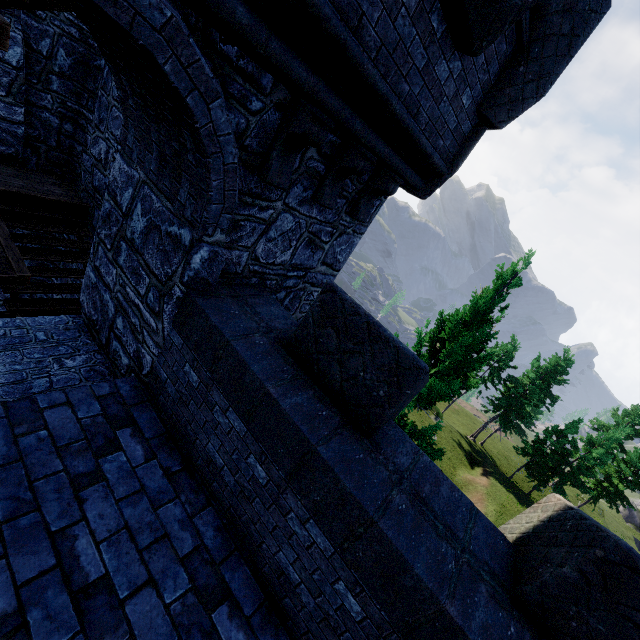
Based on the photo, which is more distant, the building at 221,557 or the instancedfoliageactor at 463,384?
the instancedfoliageactor at 463,384

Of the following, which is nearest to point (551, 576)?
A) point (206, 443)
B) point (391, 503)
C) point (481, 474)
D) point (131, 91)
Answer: point (391, 503)

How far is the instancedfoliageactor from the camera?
8.2m

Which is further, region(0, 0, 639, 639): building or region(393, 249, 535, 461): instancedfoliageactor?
region(393, 249, 535, 461): instancedfoliageactor

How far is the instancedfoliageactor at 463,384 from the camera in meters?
8.2 m
